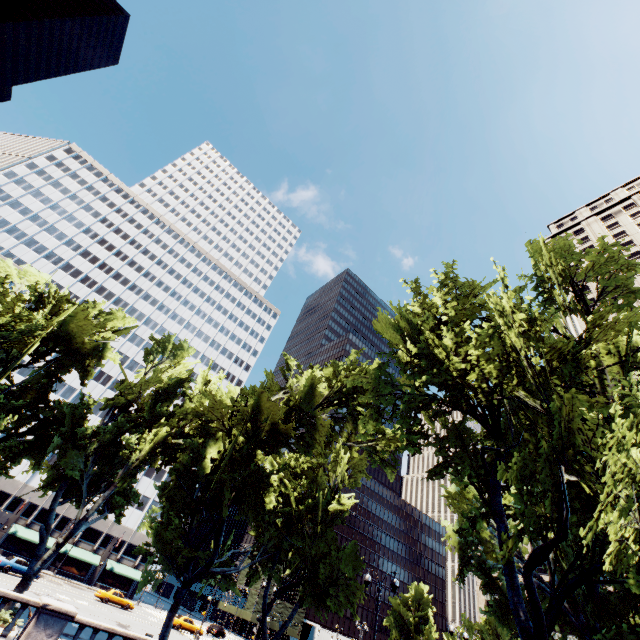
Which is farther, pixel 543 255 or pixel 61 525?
pixel 61 525

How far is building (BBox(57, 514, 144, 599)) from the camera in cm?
Answer: 5434

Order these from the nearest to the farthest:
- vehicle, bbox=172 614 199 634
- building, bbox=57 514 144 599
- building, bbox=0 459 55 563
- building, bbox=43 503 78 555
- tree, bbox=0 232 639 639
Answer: tree, bbox=0 232 639 639 < vehicle, bbox=172 614 199 634 < building, bbox=0 459 55 563 < building, bbox=43 503 78 555 < building, bbox=57 514 144 599

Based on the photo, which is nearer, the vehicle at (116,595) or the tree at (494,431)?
the tree at (494,431)

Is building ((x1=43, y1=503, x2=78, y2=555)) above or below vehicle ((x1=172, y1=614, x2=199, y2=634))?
above

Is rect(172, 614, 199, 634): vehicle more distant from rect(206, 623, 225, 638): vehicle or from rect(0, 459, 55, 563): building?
rect(0, 459, 55, 563): building

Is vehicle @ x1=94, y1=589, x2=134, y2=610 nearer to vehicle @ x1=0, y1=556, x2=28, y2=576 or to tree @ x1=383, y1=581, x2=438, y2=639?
vehicle @ x1=0, y1=556, x2=28, y2=576

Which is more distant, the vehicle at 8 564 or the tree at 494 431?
the vehicle at 8 564
